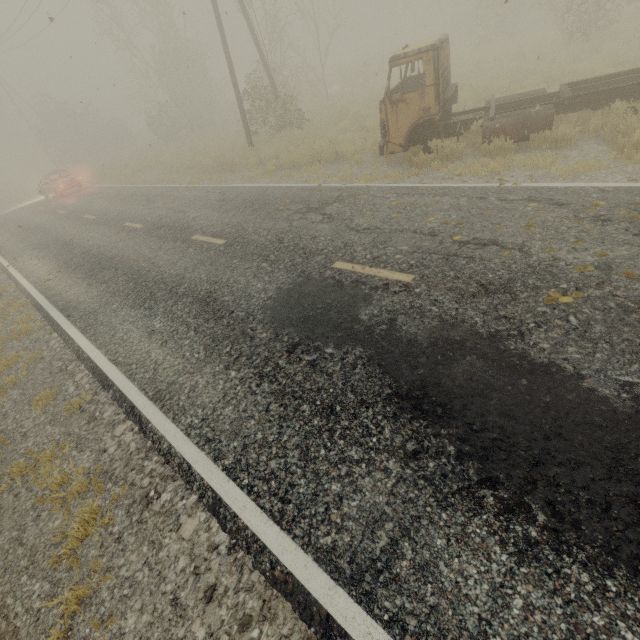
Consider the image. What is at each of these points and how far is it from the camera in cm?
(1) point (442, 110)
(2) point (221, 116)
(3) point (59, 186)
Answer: (1) truck, 852
(2) tree, 3469
(3) car, 2086

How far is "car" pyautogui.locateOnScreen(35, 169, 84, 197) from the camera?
21.1 meters

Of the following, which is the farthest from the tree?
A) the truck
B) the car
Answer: the truck

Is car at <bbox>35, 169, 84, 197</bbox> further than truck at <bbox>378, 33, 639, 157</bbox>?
Yes

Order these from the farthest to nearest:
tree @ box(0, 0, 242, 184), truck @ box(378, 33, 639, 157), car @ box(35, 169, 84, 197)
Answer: tree @ box(0, 0, 242, 184), car @ box(35, 169, 84, 197), truck @ box(378, 33, 639, 157)

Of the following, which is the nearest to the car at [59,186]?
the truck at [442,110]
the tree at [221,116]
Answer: the tree at [221,116]

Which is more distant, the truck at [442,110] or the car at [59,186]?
the car at [59,186]
